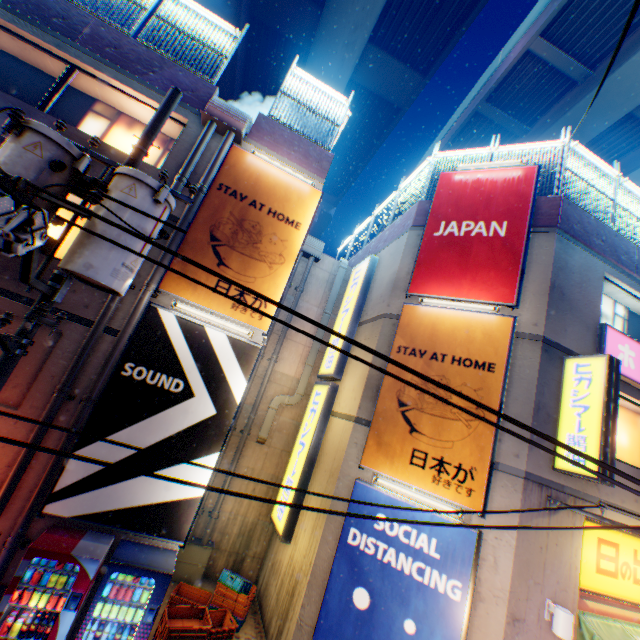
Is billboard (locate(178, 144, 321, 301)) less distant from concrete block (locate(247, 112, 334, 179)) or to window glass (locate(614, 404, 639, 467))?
concrete block (locate(247, 112, 334, 179))

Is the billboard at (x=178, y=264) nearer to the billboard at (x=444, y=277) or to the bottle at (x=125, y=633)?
the billboard at (x=444, y=277)

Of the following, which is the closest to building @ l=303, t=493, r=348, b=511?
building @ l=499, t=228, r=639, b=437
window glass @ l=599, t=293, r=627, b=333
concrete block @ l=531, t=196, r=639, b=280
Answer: building @ l=499, t=228, r=639, b=437

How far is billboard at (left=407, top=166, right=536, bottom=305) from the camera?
8.12m

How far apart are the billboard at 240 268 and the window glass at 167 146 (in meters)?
1.69

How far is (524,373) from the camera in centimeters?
721cm

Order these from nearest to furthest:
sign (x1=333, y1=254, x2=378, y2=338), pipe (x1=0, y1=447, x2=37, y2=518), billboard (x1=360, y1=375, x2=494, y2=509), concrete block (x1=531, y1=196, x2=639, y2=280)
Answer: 1. pipe (x1=0, y1=447, x2=37, y2=518)
2. billboard (x1=360, y1=375, x2=494, y2=509)
3. concrete block (x1=531, y1=196, x2=639, y2=280)
4. sign (x1=333, y1=254, x2=378, y2=338)

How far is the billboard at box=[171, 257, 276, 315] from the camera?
7.43m
